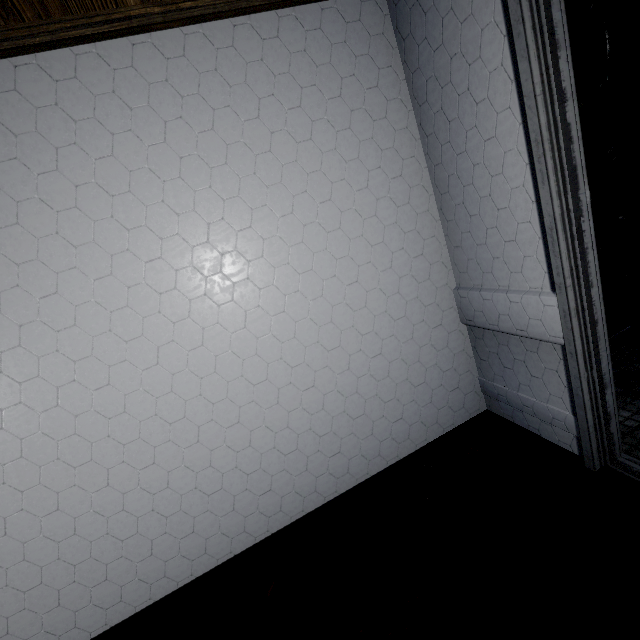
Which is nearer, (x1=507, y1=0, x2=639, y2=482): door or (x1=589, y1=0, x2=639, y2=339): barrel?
(x1=507, y1=0, x2=639, y2=482): door

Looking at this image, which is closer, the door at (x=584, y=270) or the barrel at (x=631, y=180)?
the door at (x=584, y=270)

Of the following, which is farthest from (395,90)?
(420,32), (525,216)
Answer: (525,216)
